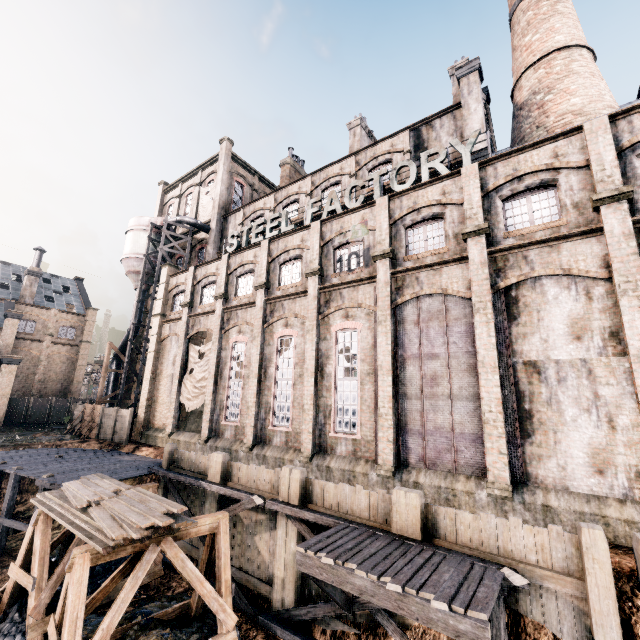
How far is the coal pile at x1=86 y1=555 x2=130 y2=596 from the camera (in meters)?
13.29

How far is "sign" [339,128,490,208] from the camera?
15.5 meters

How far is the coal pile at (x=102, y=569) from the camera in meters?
13.3 m

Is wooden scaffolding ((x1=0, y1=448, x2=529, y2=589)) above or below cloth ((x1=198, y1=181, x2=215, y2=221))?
below

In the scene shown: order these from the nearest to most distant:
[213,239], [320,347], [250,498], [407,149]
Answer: [250,498]
[320,347]
[407,149]
[213,239]

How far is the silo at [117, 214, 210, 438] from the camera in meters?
31.2

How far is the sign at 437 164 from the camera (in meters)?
15.47

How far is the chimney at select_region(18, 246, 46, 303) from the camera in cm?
4244
